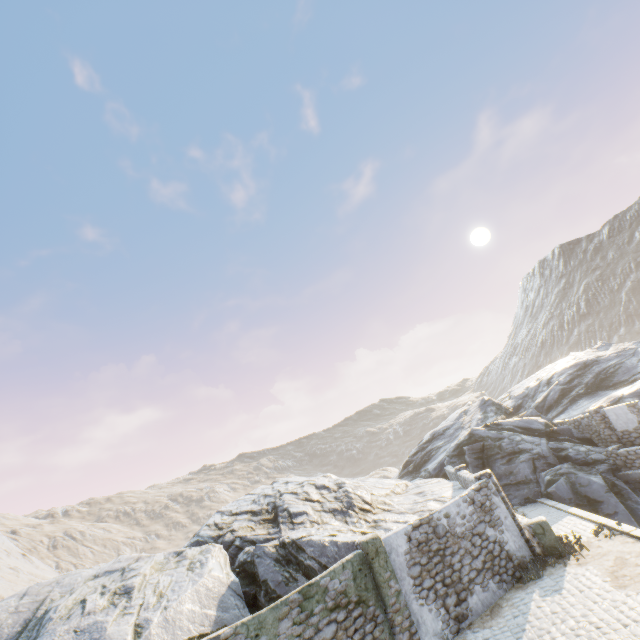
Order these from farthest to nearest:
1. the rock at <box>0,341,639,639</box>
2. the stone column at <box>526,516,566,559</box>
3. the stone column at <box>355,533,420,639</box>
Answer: the stone column at <box>526,516,566,559</box> < the rock at <box>0,341,639,639</box> < the stone column at <box>355,533,420,639</box>

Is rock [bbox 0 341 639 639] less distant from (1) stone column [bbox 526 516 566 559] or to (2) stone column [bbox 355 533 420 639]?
(2) stone column [bbox 355 533 420 639]

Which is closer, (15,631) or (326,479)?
(15,631)

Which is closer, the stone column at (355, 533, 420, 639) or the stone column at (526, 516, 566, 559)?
the stone column at (355, 533, 420, 639)

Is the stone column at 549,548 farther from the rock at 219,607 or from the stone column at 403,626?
the stone column at 403,626

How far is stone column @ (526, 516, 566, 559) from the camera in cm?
1139

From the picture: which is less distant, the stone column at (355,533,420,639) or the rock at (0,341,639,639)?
the stone column at (355,533,420,639)
